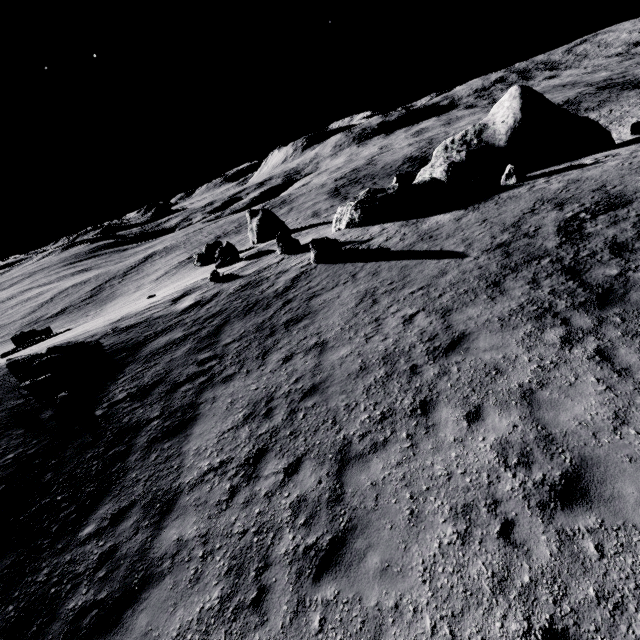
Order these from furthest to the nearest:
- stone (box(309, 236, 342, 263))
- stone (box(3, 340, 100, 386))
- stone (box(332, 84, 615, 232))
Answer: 1. stone (box(332, 84, 615, 232))
2. stone (box(309, 236, 342, 263))
3. stone (box(3, 340, 100, 386))

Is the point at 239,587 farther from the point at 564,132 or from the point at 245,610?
the point at 564,132

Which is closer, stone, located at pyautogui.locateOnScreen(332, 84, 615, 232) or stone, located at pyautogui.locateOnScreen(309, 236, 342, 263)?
stone, located at pyautogui.locateOnScreen(309, 236, 342, 263)

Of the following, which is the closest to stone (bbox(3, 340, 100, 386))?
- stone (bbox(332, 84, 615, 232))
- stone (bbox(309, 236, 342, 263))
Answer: stone (bbox(309, 236, 342, 263))

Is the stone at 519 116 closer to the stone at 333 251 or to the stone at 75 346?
the stone at 333 251
